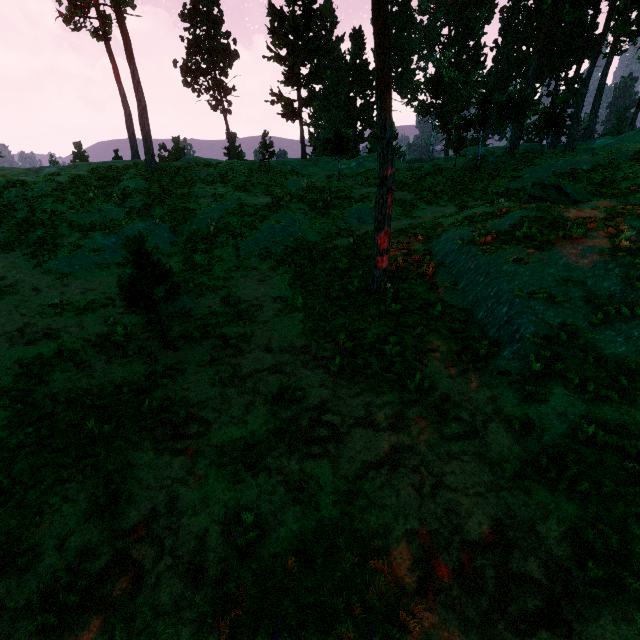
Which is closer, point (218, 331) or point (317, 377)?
point (317, 377)

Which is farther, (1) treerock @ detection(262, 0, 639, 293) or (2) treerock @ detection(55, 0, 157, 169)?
(2) treerock @ detection(55, 0, 157, 169)

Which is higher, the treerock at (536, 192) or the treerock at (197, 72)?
the treerock at (197, 72)

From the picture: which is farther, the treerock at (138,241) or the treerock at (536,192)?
the treerock at (536,192)

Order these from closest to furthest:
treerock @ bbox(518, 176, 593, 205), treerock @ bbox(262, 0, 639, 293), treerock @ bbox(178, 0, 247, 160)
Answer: treerock @ bbox(262, 0, 639, 293) < treerock @ bbox(518, 176, 593, 205) < treerock @ bbox(178, 0, 247, 160)
